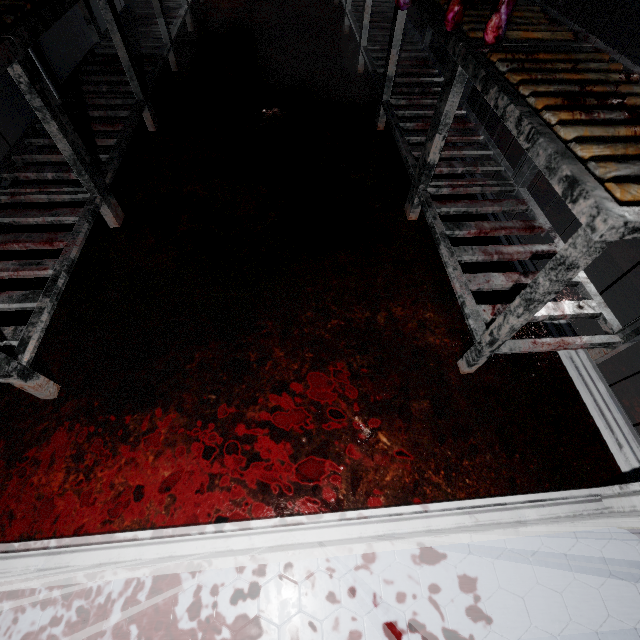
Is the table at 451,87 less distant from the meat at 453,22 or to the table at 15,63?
the meat at 453,22

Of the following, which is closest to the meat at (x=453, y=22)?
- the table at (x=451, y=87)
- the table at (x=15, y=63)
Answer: the table at (x=451, y=87)

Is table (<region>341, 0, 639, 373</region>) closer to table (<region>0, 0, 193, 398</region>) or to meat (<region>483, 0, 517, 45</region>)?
meat (<region>483, 0, 517, 45</region>)

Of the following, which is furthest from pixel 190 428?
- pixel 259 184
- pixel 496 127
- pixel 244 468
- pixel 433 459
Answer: pixel 496 127

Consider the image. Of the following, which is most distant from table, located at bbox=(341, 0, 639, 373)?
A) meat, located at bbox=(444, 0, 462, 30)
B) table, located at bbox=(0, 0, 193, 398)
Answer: table, located at bbox=(0, 0, 193, 398)

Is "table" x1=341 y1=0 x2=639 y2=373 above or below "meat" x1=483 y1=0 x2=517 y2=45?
below
